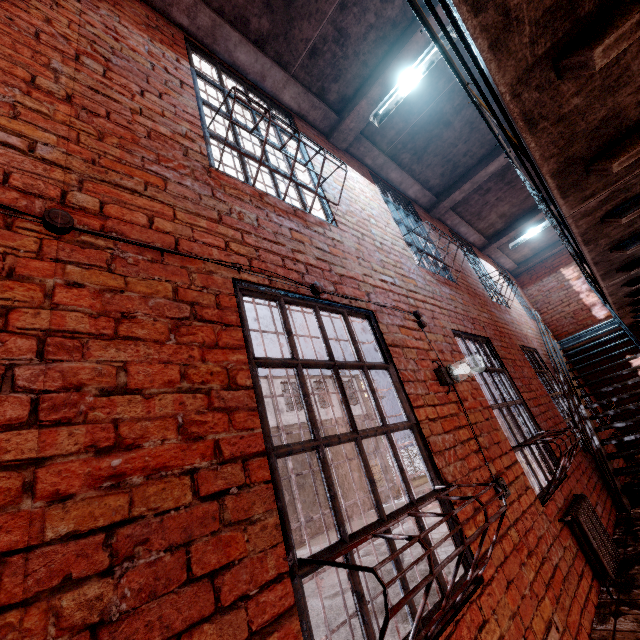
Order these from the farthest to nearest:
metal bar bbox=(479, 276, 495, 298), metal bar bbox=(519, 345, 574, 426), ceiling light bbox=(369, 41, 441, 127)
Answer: metal bar bbox=(479, 276, 495, 298) → metal bar bbox=(519, 345, 574, 426) → ceiling light bbox=(369, 41, 441, 127)

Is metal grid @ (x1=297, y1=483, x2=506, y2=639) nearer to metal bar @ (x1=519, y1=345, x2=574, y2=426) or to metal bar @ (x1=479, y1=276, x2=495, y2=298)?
metal bar @ (x1=519, y1=345, x2=574, y2=426)

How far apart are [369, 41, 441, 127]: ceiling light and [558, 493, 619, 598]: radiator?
4.91m

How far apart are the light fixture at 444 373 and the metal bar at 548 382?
3.72m

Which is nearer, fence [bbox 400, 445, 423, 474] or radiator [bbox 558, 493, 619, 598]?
radiator [bbox 558, 493, 619, 598]

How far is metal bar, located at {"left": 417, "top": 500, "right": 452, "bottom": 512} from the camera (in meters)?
2.15

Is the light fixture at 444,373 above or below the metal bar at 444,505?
above

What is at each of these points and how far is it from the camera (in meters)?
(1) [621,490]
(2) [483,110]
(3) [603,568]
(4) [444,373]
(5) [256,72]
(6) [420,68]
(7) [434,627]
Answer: (1) stair, 4.85
(2) metal railing, 2.79
(3) radiator, 3.08
(4) light fixture, 2.97
(5) ceiling beam, 3.67
(6) ceiling light, 3.83
(7) metal grid, 1.50
